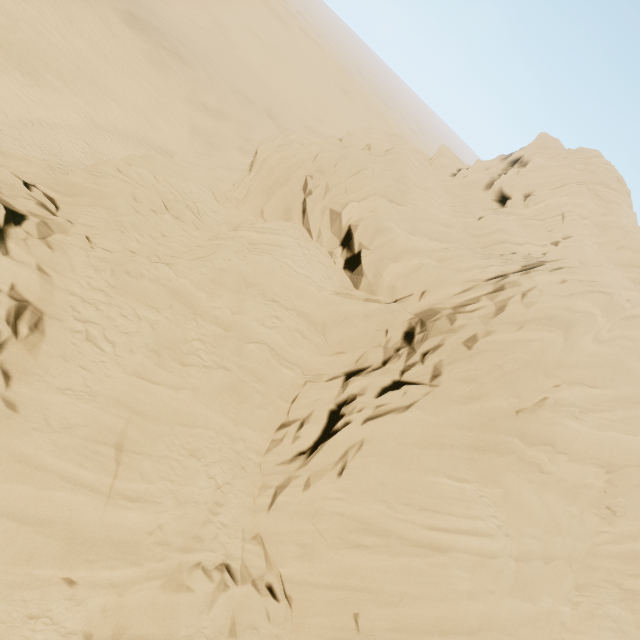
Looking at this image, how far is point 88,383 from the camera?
9.75m
